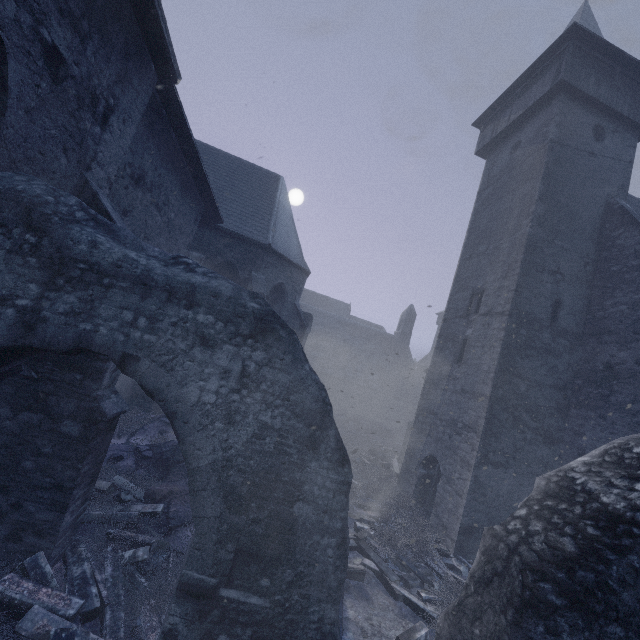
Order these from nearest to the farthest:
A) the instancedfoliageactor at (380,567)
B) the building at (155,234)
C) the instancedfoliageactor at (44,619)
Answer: the instancedfoliageactor at (44,619) → the building at (155,234) → the instancedfoliageactor at (380,567)

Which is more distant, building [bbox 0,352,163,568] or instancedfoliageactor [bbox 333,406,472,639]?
instancedfoliageactor [bbox 333,406,472,639]

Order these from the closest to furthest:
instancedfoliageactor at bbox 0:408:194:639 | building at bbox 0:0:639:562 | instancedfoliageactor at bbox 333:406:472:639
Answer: instancedfoliageactor at bbox 0:408:194:639, building at bbox 0:0:639:562, instancedfoliageactor at bbox 333:406:472:639

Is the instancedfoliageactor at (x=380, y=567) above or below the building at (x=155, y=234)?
below

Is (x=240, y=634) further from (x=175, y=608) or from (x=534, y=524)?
(x=534, y=524)

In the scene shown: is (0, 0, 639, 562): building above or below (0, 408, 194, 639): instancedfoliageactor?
above
